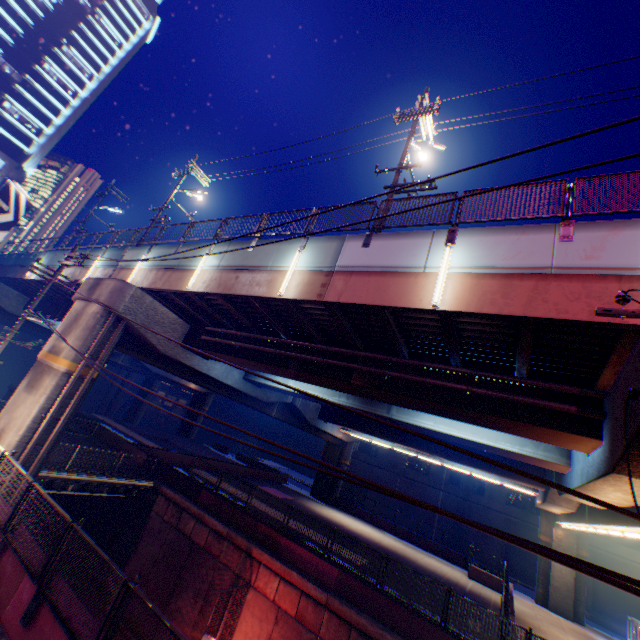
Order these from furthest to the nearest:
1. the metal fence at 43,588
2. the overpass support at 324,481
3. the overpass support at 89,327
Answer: the overpass support at 324,481
the overpass support at 89,327
the metal fence at 43,588

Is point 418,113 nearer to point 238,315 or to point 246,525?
point 238,315

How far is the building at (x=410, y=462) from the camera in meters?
36.8 m

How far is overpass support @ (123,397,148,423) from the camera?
57.88m

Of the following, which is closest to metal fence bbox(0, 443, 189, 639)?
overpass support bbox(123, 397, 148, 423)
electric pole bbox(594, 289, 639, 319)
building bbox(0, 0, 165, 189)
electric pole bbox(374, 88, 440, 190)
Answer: electric pole bbox(594, 289, 639, 319)

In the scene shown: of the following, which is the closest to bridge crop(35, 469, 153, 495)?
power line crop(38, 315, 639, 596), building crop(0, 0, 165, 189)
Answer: power line crop(38, 315, 639, 596)

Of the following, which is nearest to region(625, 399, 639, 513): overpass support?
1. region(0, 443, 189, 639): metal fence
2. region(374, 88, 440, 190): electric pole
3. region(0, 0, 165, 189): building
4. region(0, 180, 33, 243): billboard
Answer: region(0, 443, 189, 639): metal fence

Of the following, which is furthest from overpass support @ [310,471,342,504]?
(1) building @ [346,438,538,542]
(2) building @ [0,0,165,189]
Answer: (2) building @ [0,0,165,189]
